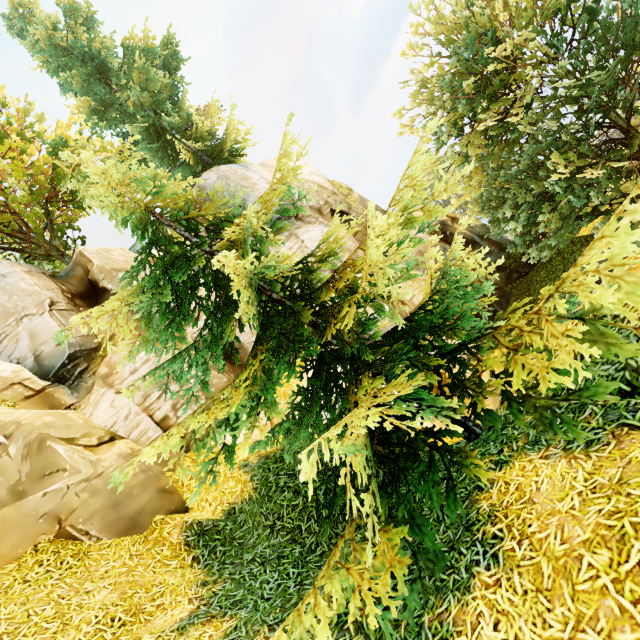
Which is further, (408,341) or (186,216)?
(186,216)
